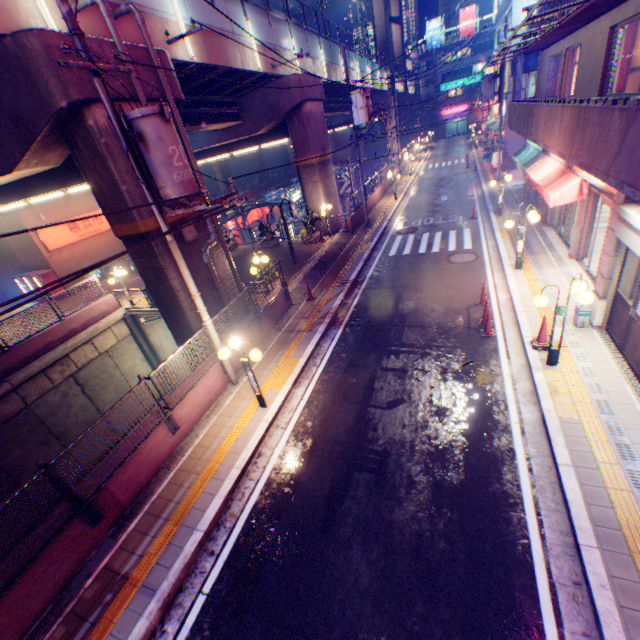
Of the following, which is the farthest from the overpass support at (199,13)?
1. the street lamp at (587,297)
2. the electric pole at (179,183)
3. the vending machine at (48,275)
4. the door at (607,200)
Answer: the door at (607,200)

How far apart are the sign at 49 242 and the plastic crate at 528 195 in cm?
2879

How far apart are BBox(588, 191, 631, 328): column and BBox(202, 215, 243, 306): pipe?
11.1m

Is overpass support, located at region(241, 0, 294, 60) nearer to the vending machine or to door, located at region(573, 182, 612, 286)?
the vending machine

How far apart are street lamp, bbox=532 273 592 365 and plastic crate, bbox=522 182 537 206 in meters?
14.2 m

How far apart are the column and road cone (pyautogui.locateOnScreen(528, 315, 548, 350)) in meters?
1.3

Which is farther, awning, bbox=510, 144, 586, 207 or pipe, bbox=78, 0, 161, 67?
awning, bbox=510, 144, 586, 207

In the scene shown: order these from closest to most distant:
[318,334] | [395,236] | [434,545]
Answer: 1. [434,545]
2. [318,334]
3. [395,236]
